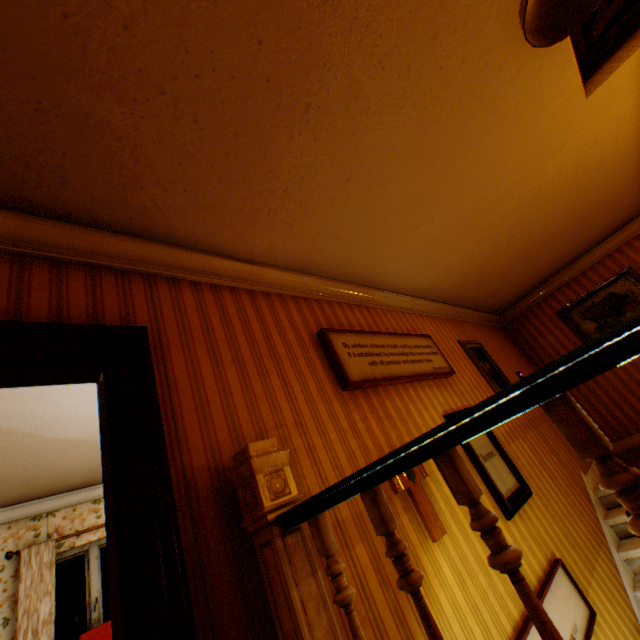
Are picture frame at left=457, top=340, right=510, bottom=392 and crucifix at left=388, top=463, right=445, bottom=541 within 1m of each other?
no

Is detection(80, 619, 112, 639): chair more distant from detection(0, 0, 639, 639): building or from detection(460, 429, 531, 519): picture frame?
detection(460, 429, 531, 519): picture frame

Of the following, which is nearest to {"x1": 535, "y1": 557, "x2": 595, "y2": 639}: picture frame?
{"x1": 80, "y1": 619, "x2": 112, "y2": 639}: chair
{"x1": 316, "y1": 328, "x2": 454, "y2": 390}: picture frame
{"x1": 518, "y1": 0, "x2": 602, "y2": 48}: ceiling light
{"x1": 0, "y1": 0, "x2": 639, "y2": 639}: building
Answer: {"x1": 0, "y1": 0, "x2": 639, "y2": 639}: building

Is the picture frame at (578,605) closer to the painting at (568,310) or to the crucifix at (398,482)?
the crucifix at (398,482)

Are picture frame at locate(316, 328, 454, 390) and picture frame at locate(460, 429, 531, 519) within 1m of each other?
yes

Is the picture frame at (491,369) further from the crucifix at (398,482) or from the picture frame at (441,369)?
the crucifix at (398,482)

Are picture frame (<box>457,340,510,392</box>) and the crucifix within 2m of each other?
no

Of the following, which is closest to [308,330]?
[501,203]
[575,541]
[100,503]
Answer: [501,203]
